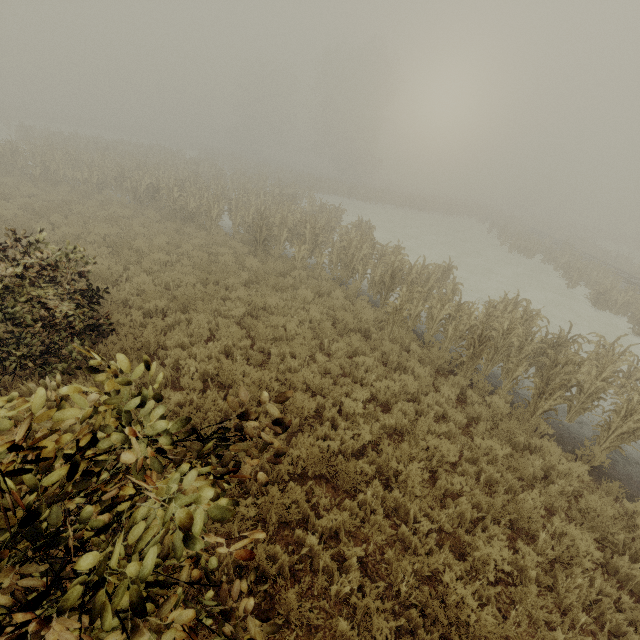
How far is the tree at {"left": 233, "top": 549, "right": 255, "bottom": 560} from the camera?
1.6 meters

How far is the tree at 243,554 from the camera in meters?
1.6

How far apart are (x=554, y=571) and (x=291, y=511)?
3.9m
